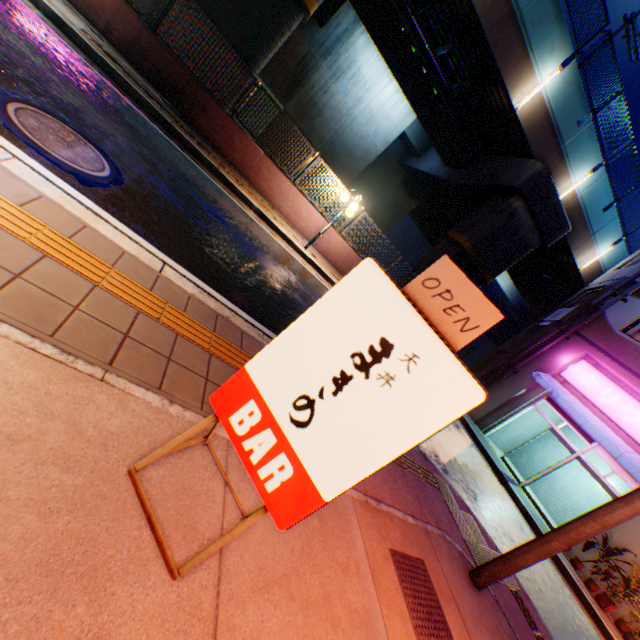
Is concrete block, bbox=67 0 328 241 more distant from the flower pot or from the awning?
the flower pot

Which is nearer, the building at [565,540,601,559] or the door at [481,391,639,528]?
the building at [565,540,601,559]

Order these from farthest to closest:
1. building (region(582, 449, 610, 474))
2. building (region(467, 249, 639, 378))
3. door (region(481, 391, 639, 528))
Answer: building (region(467, 249, 639, 378)) → building (region(582, 449, 610, 474)) → door (region(481, 391, 639, 528))

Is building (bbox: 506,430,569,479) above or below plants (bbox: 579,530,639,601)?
below

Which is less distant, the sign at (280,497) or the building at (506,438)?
the sign at (280,497)

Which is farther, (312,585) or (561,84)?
(561,84)

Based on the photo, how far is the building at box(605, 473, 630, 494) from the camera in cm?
1258

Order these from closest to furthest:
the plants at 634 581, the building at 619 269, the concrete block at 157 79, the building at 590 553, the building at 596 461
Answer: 1. the concrete block at 157 79
2. the plants at 634 581
3. the building at 590 553
4. the building at 596 461
5. the building at 619 269
